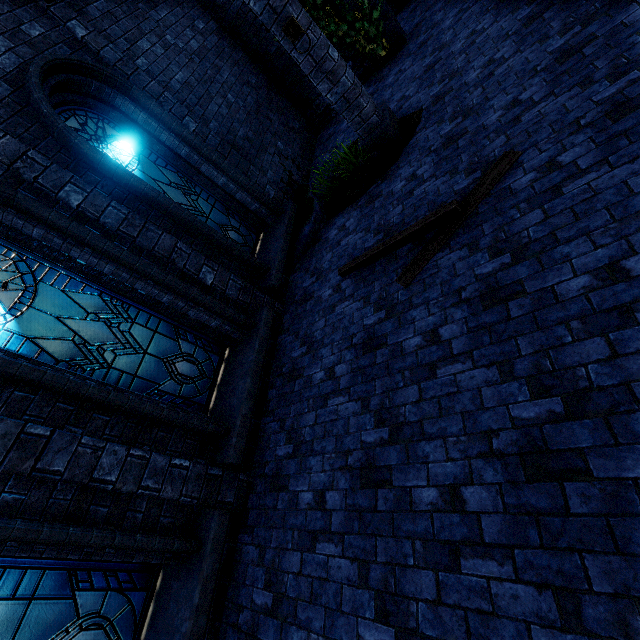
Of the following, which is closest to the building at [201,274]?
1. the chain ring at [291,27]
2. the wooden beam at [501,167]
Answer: the wooden beam at [501,167]

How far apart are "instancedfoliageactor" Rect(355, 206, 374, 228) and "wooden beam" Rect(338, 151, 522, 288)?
0.6 meters

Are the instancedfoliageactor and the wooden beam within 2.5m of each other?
yes

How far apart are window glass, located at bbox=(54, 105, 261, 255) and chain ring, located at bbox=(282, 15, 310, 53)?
2.9 meters

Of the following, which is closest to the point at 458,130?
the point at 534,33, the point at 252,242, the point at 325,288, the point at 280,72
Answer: the point at 534,33

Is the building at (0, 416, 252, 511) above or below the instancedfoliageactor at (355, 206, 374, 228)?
above

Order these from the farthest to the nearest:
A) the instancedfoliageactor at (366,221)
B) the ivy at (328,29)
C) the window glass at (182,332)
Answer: the ivy at (328,29) < the instancedfoliageactor at (366,221) < the window glass at (182,332)

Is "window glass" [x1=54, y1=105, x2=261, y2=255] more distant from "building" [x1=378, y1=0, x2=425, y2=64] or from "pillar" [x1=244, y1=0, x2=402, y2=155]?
"pillar" [x1=244, y1=0, x2=402, y2=155]
